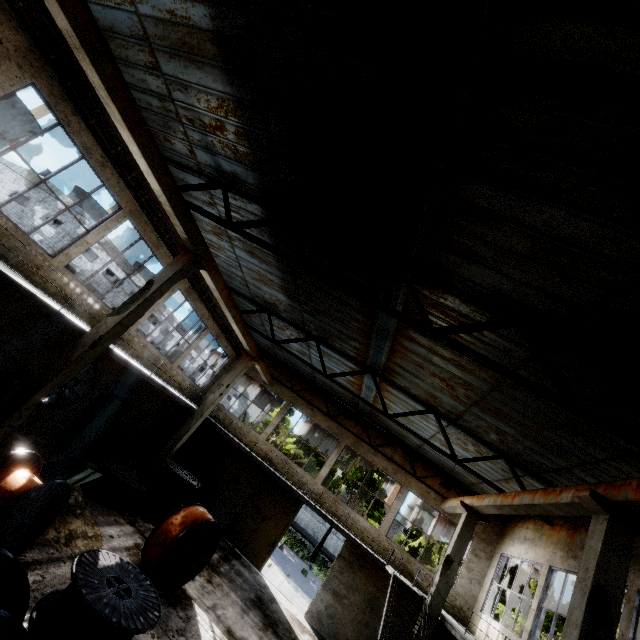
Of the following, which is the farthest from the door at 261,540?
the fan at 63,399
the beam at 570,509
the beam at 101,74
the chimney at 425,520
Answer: the chimney at 425,520

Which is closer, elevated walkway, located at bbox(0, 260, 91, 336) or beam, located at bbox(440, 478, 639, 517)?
beam, located at bbox(440, 478, 639, 517)

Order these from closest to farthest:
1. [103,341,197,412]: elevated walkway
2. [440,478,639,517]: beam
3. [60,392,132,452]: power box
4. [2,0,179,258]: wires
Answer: [440,478,639,517]: beam < [2,0,179,258]: wires < [103,341,197,412]: elevated walkway < [60,392,132,452]: power box

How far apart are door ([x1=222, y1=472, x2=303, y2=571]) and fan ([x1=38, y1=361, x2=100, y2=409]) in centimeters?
997cm

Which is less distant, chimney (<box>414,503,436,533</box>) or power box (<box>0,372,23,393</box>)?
power box (<box>0,372,23,393</box>)

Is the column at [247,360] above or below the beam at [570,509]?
below

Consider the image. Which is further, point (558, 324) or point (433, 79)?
point (558, 324)

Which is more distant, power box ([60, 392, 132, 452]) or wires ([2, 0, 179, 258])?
power box ([60, 392, 132, 452])
